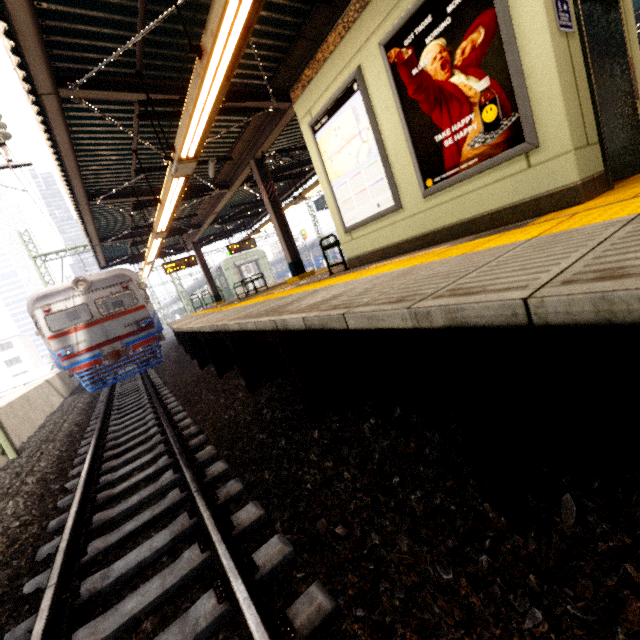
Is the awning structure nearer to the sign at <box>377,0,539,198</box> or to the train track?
the sign at <box>377,0,539,198</box>

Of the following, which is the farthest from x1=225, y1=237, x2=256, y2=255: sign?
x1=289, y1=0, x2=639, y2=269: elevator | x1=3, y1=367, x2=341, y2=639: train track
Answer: x1=289, y1=0, x2=639, y2=269: elevator

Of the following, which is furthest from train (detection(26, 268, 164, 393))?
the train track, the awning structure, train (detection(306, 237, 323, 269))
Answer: train (detection(306, 237, 323, 269))

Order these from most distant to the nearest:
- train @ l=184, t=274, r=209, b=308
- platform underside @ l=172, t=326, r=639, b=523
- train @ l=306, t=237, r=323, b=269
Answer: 1. train @ l=306, t=237, r=323, b=269
2. train @ l=184, t=274, r=209, b=308
3. platform underside @ l=172, t=326, r=639, b=523

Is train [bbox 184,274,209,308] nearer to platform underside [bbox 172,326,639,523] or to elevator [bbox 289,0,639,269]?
platform underside [bbox 172,326,639,523]

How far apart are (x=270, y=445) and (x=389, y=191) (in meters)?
3.54

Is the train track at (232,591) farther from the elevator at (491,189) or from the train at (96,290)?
the elevator at (491,189)

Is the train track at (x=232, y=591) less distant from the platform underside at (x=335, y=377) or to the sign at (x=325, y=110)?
the platform underside at (x=335, y=377)
